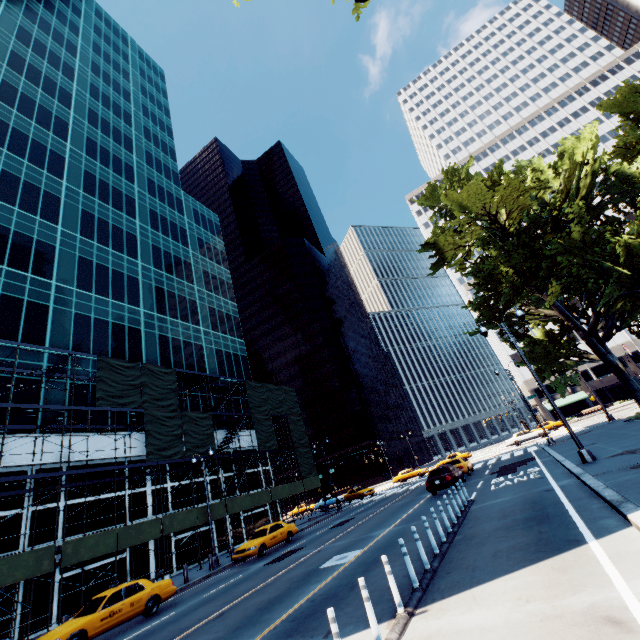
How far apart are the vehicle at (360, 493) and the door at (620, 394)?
47.7m

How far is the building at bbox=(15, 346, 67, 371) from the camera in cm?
2320

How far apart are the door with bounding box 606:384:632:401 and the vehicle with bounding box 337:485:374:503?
47.7 meters

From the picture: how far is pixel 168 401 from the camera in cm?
2717

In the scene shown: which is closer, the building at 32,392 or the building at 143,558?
the building at 32,392

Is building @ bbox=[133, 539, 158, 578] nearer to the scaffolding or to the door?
the scaffolding

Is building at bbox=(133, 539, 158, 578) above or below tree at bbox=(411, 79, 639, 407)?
below
